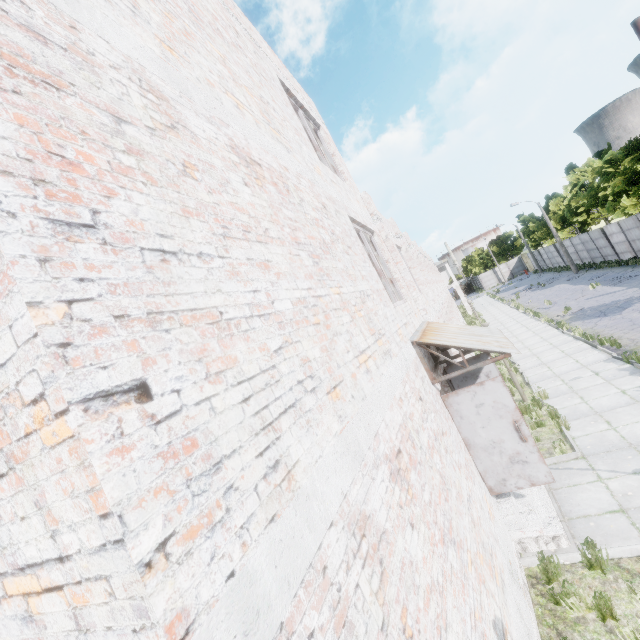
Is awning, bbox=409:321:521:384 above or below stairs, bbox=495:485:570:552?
above

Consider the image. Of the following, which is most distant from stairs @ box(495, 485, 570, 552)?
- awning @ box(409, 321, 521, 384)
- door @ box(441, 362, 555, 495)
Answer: awning @ box(409, 321, 521, 384)

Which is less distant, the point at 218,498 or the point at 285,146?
the point at 218,498

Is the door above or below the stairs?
above

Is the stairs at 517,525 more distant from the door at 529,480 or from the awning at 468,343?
the awning at 468,343

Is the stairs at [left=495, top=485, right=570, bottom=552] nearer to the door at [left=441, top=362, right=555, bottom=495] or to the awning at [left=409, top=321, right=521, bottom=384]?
the door at [left=441, top=362, right=555, bottom=495]

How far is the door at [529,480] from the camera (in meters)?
6.04
